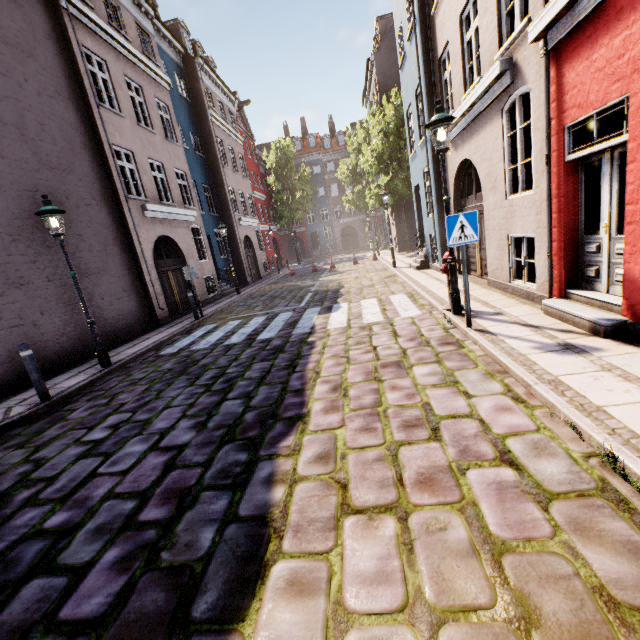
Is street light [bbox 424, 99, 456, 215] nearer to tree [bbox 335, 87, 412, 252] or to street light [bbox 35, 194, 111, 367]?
street light [bbox 35, 194, 111, 367]

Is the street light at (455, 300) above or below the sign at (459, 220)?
below

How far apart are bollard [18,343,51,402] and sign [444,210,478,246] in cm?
748

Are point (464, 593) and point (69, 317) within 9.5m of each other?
no

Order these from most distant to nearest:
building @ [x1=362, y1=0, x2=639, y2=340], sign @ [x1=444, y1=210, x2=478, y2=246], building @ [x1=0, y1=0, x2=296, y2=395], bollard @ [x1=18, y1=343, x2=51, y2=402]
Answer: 1. building @ [x1=0, y1=0, x2=296, y2=395]
2. bollard @ [x1=18, y1=343, x2=51, y2=402]
3. sign @ [x1=444, y1=210, x2=478, y2=246]
4. building @ [x1=362, y1=0, x2=639, y2=340]

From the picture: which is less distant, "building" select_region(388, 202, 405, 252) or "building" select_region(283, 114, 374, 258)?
"building" select_region(388, 202, 405, 252)

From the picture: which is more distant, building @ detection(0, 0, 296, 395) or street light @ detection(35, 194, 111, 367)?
building @ detection(0, 0, 296, 395)

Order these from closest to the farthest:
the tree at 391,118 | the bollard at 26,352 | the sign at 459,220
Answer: the sign at 459,220 < the bollard at 26,352 < the tree at 391,118
